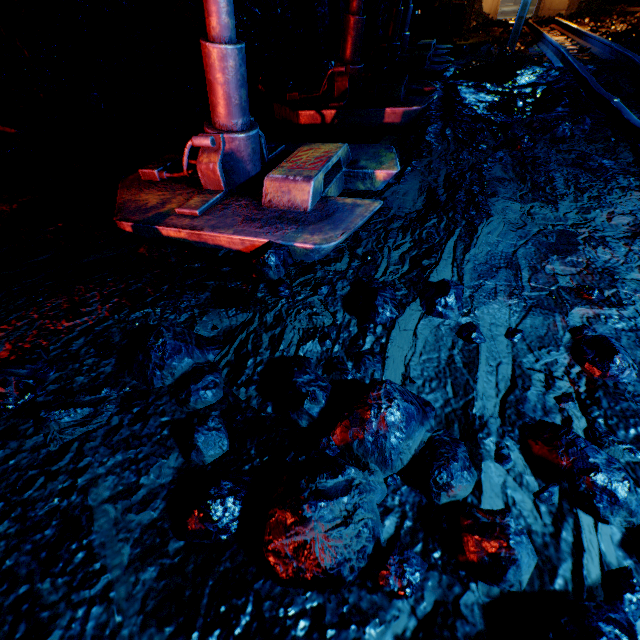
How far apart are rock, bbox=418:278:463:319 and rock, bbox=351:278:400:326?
0.14m

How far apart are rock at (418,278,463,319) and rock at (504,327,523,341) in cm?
17

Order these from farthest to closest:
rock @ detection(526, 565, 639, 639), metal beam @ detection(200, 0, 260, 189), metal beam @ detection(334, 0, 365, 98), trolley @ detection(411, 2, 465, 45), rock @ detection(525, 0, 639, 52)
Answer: trolley @ detection(411, 2, 465, 45), rock @ detection(525, 0, 639, 52), metal beam @ detection(334, 0, 365, 98), metal beam @ detection(200, 0, 260, 189), rock @ detection(526, 565, 639, 639)

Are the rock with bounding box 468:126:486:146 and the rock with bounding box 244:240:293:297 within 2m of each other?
no

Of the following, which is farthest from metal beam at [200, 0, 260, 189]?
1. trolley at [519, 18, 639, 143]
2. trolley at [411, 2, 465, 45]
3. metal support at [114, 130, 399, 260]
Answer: trolley at [411, 2, 465, 45]

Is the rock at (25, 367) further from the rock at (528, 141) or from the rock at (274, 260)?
the rock at (274, 260)

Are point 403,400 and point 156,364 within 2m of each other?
yes

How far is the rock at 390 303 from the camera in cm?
139
